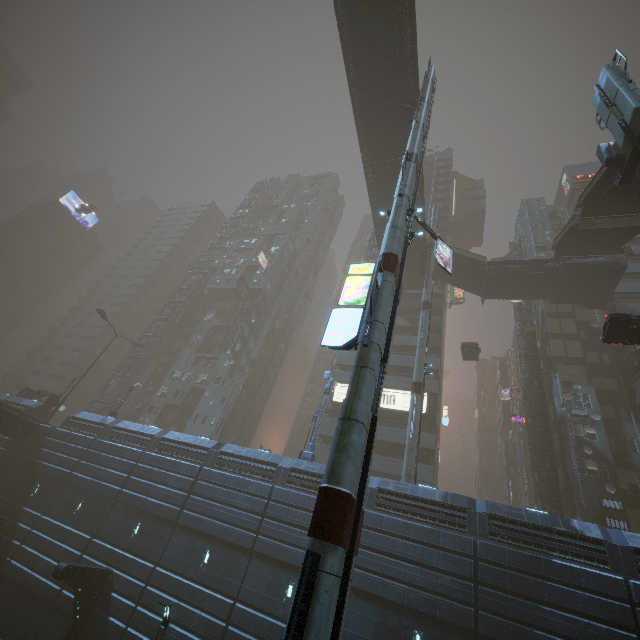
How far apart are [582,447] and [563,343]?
11.0m

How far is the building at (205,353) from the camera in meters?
23.7 m

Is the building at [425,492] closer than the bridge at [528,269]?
Yes

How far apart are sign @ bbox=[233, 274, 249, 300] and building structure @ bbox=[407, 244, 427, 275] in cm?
2626

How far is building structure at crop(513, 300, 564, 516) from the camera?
27.3m

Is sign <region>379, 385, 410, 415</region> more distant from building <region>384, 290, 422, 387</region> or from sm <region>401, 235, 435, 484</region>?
sm <region>401, 235, 435, 484</region>

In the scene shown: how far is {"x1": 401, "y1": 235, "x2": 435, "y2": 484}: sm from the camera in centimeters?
2234cm

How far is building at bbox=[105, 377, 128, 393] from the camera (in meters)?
50.41
